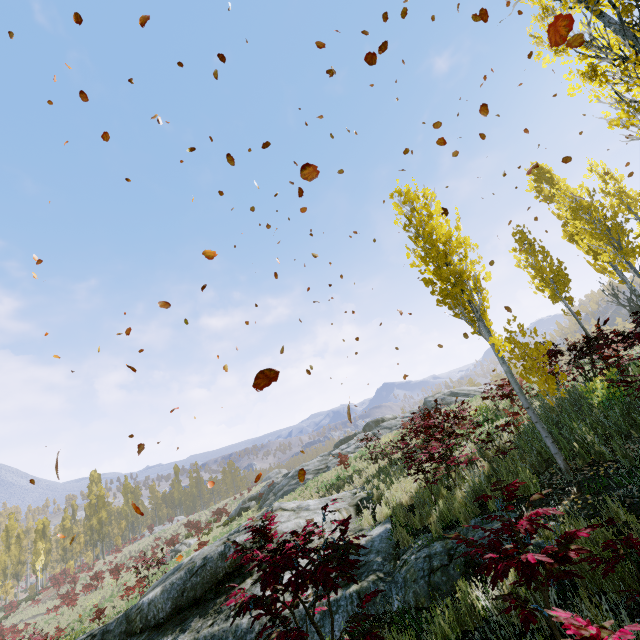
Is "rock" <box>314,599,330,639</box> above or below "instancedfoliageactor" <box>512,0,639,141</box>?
below

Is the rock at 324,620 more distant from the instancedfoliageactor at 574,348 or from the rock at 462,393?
the rock at 462,393

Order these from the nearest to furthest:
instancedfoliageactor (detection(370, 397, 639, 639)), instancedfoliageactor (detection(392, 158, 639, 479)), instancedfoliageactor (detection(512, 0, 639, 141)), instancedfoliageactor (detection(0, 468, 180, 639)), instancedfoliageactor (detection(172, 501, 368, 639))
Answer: instancedfoliageactor (detection(370, 397, 639, 639)) < instancedfoliageactor (detection(172, 501, 368, 639)) < instancedfoliageactor (detection(512, 0, 639, 141)) < instancedfoliageactor (detection(392, 158, 639, 479)) < instancedfoliageactor (detection(0, 468, 180, 639))

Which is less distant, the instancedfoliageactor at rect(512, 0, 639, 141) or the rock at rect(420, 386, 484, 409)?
the instancedfoliageactor at rect(512, 0, 639, 141)

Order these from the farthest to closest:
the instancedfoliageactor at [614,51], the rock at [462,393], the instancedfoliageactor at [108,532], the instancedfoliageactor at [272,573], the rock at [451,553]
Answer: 1. the instancedfoliageactor at [108,532]
2. the rock at [462,393]
3. the instancedfoliageactor at [614,51]
4. the rock at [451,553]
5. the instancedfoliageactor at [272,573]

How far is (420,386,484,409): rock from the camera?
25.59m

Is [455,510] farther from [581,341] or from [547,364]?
[581,341]

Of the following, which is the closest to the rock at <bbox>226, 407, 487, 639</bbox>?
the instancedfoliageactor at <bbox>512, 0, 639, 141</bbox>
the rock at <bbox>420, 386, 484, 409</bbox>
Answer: the instancedfoliageactor at <bbox>512, 0, 639, 141</bbox>
